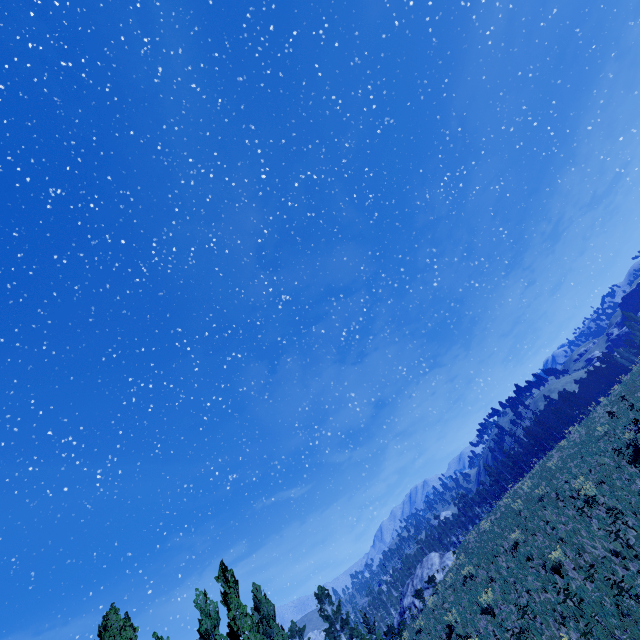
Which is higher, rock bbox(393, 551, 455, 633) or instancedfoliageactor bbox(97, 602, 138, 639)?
instancedfoliageactor bbox(97, 602, 138, 639)

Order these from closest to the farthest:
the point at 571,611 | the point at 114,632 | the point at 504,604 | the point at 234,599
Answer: the point at 571,611, the point at 504,604, the point at 234,599, the point at 114,632

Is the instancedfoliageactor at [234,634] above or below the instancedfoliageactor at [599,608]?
above

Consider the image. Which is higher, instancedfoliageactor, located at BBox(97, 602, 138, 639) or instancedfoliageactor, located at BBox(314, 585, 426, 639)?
instancedfoliageactor, located at BBox(97, 602, 138, 639)

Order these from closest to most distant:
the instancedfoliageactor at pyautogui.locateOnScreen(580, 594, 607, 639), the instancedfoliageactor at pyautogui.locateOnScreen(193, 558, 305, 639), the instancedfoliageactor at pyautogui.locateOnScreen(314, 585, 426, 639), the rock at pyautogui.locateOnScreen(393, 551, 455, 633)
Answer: the instancedfoliageactor at pyautogui.locateOnScreen(580, 594, 607, 639) < the instancedfoliageactor at pyautogui.locateOnScreen(193, 558, 305, 639) < the instancedfoliageactor at pyautogui.locateOnScreen(314, 585, 426, 639) < the rock at pyautogui.locateOnScreen(393, 551, 455, 633)

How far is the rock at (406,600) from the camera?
34.0m

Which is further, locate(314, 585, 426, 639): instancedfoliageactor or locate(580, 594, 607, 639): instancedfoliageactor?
locate(314, 585, 426, 639): instancedfoliageactor
